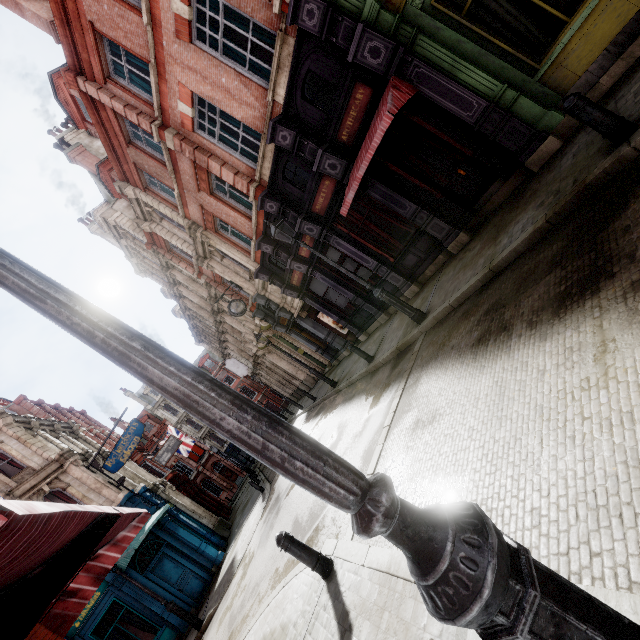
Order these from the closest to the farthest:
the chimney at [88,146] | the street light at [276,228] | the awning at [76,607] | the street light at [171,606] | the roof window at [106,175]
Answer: the awning at [76,607]
the street light at [276,228]
the street light at [171,606]
the roof window at [106,175]
the chimney at [88,146]

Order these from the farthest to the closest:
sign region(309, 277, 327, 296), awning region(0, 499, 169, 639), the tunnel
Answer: the tunnel → sign region(309, 277, 327, 296) → awning region(0, 499, 169, 639)

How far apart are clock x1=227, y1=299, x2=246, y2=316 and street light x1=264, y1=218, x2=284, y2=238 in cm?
946

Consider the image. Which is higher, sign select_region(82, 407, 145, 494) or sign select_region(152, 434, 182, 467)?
sign select_region(82, 407, 145, 494)

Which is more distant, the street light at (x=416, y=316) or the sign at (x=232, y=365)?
the sign at (x=232, y=365)

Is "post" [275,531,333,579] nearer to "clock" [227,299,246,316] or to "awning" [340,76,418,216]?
"awning" [340,76,418,216]

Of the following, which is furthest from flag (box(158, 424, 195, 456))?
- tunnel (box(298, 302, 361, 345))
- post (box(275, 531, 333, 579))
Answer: post (box(275, 531, 333, 579))

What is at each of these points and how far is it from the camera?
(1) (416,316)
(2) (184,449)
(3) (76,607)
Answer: (1) street light, 8.29m
(2) flag, 30.73m
(3) awning, 4.76m
